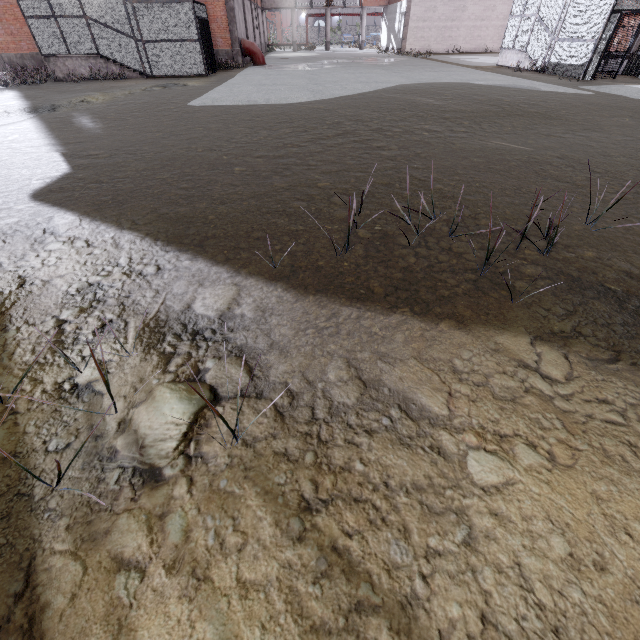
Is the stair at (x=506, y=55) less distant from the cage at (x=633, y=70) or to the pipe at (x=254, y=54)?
the cage at (x=633, y=70)

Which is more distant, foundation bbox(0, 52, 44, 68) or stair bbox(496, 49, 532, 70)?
foundation bbox(0, 52, 44, 68)

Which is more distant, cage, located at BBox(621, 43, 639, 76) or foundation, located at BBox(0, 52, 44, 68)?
foundation, located at BBox(0, 52, 44, 68)

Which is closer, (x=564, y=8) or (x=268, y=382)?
(x=268, y=382)

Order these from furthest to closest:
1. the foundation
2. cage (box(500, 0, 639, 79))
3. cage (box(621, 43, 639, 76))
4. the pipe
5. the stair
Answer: the pipe → the foundation → the stair → cage (box(621, 43, 639, 76)) → cage (box(500, 0, 639, 79))

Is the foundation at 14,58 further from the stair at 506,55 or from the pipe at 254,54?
the stair at 506,55

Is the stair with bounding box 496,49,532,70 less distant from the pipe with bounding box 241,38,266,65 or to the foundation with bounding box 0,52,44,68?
the pipe with bounding box 241,38,266,65

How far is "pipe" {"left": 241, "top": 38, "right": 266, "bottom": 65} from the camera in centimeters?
2267cm
